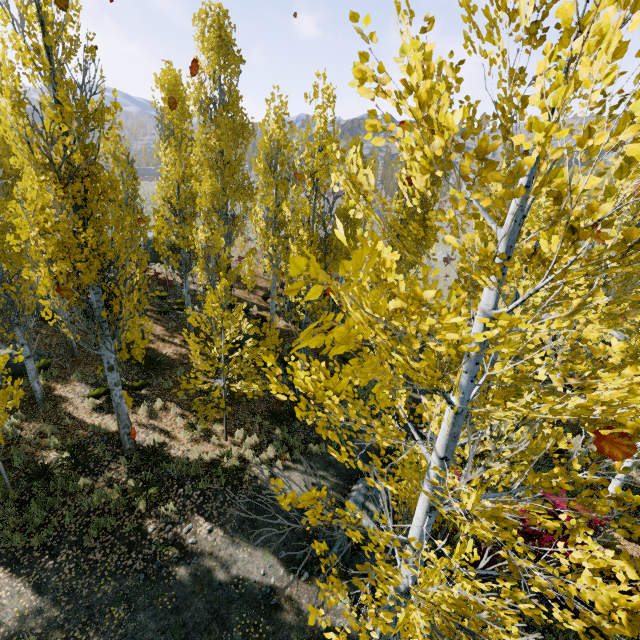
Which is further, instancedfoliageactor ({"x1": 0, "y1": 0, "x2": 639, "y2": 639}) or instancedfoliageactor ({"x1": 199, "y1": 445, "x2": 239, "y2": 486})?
instancedfoliageactor ({"x1": 199, "y1": 445, "x2": 239, "y2": 486})

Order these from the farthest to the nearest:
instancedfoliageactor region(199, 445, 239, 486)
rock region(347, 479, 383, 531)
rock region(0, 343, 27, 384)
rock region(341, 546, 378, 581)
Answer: rock region(0, 343, 27, 384)
instancedfoliageactor region(199, 445, 239, 486)
rock region(347, 479, 383, 531)
rock region(341, 546, 378, 581)

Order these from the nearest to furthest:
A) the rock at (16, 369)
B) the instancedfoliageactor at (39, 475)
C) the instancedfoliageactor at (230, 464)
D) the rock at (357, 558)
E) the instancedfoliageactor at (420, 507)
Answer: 1. the instancedfoliageactor at (420, 507)
2. the rock at (357, 558)
3. the instancedfoliageactor at (39, 475)
4. the instancedfoliageactor at (230, 464)
5. the rock at (16, 369)

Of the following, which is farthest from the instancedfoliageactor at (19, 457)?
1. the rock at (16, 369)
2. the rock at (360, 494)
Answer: the rock at (360, 494)

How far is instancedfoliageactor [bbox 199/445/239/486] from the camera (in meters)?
9.70

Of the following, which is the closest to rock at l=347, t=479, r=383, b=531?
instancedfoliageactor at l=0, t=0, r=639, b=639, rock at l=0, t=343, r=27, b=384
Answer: instancedfoliageactor at l=0, t=0, r=639, b=639

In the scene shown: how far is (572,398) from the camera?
2.5m
